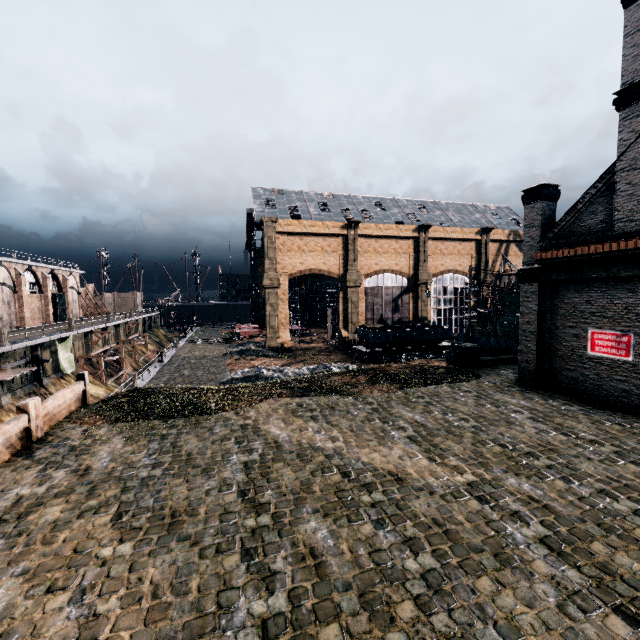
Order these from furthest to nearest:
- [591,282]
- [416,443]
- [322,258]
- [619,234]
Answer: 1. [322,258]
2. [591,282]
3. [619,234]
4. [416,443]

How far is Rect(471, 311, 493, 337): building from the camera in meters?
54.9

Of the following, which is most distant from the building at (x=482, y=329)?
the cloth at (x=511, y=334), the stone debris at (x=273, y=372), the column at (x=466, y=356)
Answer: the cloth at (x=511, y=334)

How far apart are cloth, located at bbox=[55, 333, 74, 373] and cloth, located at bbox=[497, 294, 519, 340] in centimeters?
5132cm

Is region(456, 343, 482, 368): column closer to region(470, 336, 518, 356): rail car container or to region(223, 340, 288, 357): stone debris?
region(470, 336, 518, 356): rail car container

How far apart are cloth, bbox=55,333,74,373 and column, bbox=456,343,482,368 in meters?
38.2 m

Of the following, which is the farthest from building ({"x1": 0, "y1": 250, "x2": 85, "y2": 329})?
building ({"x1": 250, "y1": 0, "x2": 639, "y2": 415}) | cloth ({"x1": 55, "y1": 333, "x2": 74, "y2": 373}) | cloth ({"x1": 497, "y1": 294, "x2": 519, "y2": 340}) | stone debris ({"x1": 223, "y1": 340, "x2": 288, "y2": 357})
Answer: cloth ({"x1": 497, "y1": 294, "x2": 519, "y2": 340})

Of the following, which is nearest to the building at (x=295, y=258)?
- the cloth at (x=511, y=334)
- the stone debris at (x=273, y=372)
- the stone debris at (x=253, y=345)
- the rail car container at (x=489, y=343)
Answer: the stone debris at (x=253, y=345)
